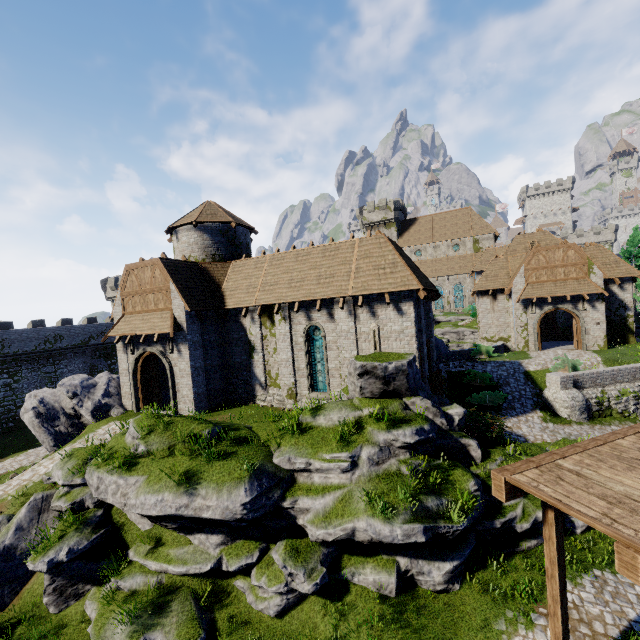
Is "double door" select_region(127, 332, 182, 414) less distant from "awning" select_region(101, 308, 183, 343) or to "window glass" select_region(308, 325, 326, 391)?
"awning" select_region(101, 308, 183, 343)

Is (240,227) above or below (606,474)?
above

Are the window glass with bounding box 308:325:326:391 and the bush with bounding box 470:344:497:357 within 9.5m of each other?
no

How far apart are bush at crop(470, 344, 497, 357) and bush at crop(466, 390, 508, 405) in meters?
6.4

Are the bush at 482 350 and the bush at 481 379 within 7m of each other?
yes

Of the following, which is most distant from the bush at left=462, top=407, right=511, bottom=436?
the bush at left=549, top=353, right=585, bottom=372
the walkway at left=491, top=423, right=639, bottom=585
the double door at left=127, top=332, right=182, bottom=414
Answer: the double door at left=127, top=332, right=182, bottom=414

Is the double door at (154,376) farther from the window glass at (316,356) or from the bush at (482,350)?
the bush at (482,350)

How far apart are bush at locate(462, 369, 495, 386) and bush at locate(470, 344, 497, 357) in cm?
403
